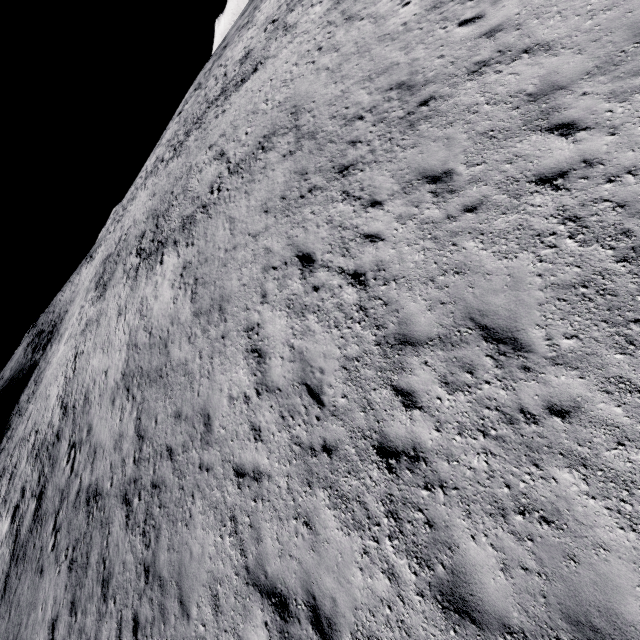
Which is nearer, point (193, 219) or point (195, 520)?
point (195, 520)
